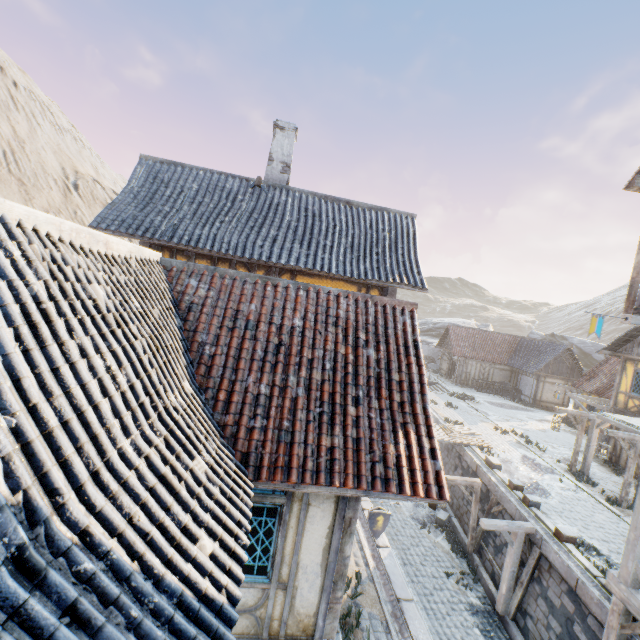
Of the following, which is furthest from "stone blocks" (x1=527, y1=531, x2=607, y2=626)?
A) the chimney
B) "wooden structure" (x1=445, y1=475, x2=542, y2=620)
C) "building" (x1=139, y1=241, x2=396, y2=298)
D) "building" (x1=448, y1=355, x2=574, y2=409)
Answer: the chimney

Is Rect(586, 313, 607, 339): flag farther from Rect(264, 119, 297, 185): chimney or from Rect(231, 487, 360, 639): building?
Rect(264, 119, 297, 185): chimney

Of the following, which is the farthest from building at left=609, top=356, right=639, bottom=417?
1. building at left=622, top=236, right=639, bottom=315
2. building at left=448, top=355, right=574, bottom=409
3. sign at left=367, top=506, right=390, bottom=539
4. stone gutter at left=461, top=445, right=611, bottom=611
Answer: sign at left=367, top=506, right=390, bottom=539

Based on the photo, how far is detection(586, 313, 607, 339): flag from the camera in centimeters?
684cm

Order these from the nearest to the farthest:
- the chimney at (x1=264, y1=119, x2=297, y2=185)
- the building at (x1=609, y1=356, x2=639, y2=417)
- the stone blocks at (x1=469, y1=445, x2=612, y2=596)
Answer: the stone blocks at (x1=469, y1=445, x2=612, y2=596) < the chimney at (x1=264, y1=119, x2=297, y2=185) < the building at (x1=609, y1=356, x2=639, y2=417)

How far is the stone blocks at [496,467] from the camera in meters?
8.6 m

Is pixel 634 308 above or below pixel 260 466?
above

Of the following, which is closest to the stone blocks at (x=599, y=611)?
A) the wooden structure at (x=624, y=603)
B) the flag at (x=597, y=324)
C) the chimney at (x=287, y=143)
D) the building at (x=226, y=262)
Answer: the building at (x=226, y=262)
